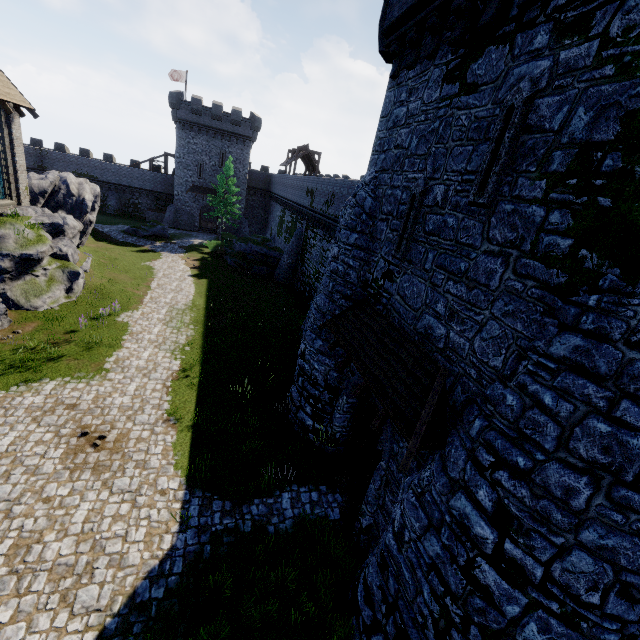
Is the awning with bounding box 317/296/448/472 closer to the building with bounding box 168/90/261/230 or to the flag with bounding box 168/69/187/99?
the building with bounding box 168/90/261/230

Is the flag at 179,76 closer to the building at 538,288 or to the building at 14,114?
the building at 14,114

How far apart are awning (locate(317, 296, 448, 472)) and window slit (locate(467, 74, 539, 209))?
3.08m

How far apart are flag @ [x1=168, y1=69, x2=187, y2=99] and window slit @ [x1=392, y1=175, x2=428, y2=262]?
51.9 meters

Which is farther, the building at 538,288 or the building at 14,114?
the building at 14,114

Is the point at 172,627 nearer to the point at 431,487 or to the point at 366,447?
the point at 431,487

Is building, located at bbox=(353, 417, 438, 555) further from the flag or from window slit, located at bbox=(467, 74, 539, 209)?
the flag

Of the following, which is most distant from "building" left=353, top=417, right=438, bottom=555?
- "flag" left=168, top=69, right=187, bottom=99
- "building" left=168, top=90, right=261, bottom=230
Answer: "flag" left=168, top=69, right=187, bottom=99
